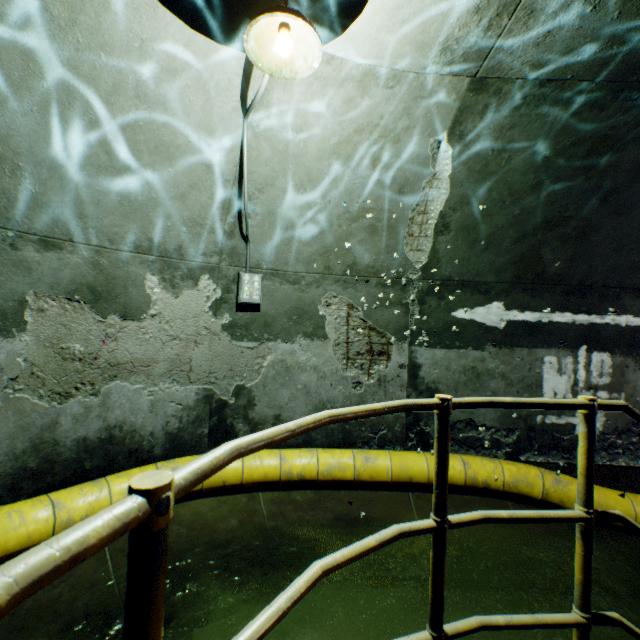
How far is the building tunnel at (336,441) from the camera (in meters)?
4.51

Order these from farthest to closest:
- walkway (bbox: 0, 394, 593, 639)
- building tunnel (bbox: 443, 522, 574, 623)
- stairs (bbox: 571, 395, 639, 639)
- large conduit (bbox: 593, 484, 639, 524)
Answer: large conduit (bbox: 593, 484, 639, 524), building tunnel (bbox: 443, 522, 574, 623), stairs (bbox: 571, 395, 639, 639), walkway (bbox: 0, 394, 593, 639)

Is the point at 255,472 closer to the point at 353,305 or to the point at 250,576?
the point at 250,576

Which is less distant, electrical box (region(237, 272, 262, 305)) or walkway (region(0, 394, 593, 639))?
walkway (region(0, 394, 593, 639))

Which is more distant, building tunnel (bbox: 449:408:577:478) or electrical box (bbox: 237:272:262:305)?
building tunnel (bbox: 449:408:577:478)

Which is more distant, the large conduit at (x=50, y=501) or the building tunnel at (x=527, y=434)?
the building tunnel at (x=527, y=434)

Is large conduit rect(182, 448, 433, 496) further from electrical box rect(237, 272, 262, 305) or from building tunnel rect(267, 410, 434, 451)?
electrical box rect(237, 272, 262, 305)

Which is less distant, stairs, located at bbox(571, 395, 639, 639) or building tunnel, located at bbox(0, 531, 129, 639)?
stairs, located at bbox(571, 395, 639, 639)
